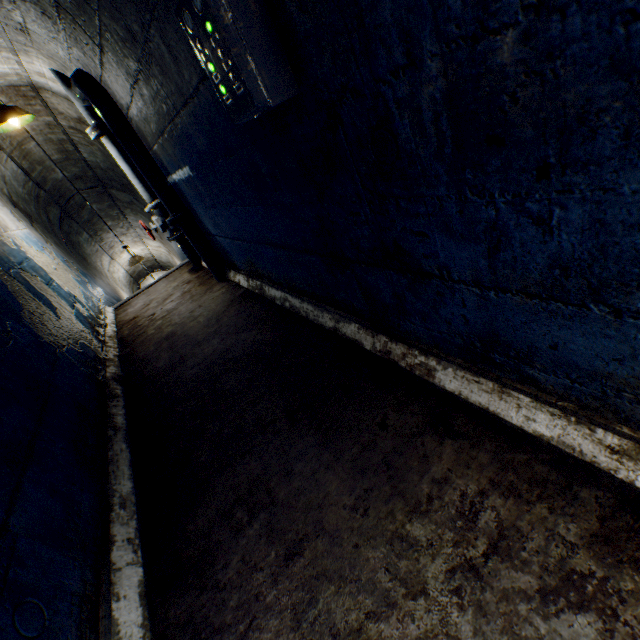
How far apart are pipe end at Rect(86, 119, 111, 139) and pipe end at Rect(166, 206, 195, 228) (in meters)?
1.46

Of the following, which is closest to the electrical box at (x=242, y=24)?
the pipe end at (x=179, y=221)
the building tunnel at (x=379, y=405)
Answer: the building tunnel at (x=379, y=405)

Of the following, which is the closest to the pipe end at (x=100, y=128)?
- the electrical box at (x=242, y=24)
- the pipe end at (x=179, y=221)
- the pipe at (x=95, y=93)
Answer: the pipe at (x=95, y=93)

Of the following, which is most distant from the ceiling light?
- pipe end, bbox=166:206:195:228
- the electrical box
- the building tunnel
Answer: the electrical box

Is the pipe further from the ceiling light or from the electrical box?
the electrical box

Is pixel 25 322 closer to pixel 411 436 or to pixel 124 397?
pixel 124 397

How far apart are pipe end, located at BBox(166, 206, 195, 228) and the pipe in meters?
0.0 m

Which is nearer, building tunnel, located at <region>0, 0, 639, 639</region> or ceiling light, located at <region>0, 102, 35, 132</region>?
building tunnel, located at <region>0, 0, 639, 639</region>
